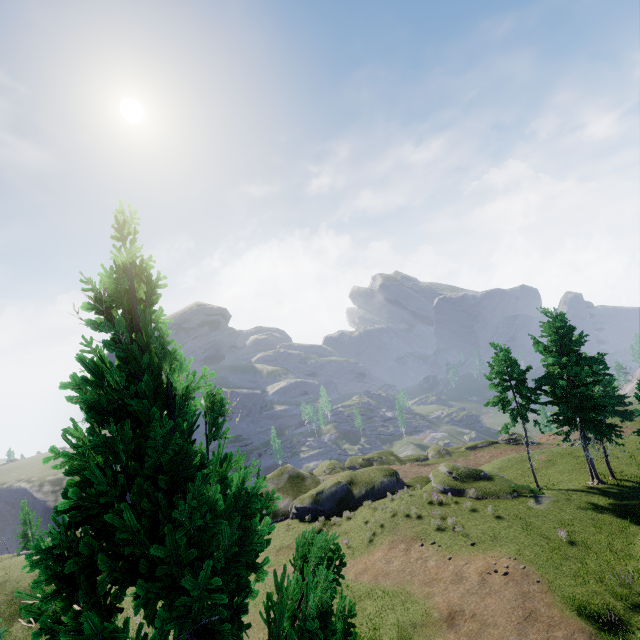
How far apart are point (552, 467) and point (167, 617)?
38.4 meters

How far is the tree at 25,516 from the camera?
43.7 meters

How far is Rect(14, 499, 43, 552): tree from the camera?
43.7 meters

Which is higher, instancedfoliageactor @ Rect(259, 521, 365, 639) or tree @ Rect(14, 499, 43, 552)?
instancedfoliageactor @ Rect(259, 521, 365, 639)

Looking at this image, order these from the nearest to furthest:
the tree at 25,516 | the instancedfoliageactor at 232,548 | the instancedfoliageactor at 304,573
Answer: the instancedfoliageactor at 232,548 → the instancedfoliageactor at 304,573 → the tree at 25,516

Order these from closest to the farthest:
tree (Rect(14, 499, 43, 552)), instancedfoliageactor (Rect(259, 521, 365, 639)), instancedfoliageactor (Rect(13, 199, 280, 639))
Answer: instancedfoliageactor (Rect(13, 199, 280, 639)), instancedfoliageactor (Rect(259, 521, 365, 639)), tree (Rect(14, 499, 43, 552))

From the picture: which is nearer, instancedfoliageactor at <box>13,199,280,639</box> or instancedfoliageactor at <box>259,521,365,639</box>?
instancedfoliageactor at <box>13,199,280,639</box>

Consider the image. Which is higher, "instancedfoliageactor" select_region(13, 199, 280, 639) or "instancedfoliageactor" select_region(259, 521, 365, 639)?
"instancedfoliageactor" select_region(13, 199, 280, 639)
